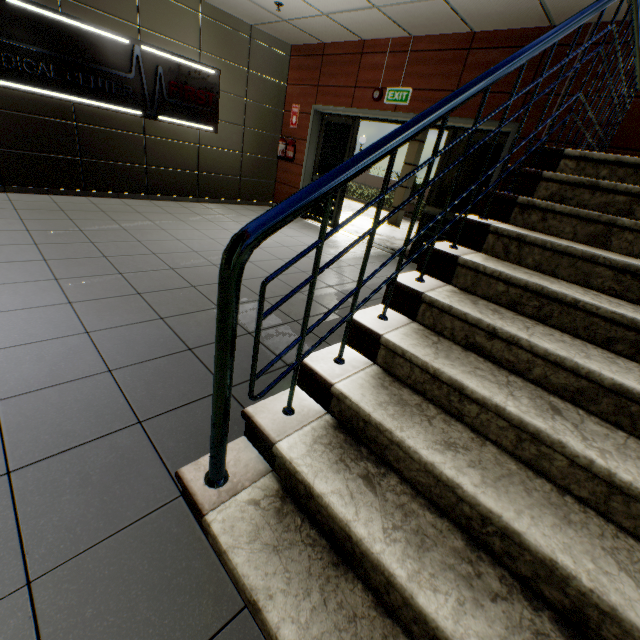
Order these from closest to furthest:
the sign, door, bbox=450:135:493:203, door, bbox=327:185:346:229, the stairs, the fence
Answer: the stairs < the sign < door, bbox=450:135:493:203 < door, bbox=327:185:346:229 < the fence

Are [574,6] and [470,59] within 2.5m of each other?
yes

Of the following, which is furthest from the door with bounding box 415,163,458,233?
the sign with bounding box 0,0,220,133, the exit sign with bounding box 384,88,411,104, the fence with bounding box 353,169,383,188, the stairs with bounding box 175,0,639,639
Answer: the fence with bounding box 353,169,383,188

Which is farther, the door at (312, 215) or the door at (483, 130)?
the door at (312, 215)

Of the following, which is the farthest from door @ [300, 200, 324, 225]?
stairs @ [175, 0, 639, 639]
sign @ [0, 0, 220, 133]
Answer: sign @ [0, 0, 220, 133]

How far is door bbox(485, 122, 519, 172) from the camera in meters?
4.4 m

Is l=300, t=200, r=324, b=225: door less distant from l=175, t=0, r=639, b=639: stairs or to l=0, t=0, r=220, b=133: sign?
l=175, t=0, r=639, b=639: stairs

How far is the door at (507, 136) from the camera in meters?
4.4
